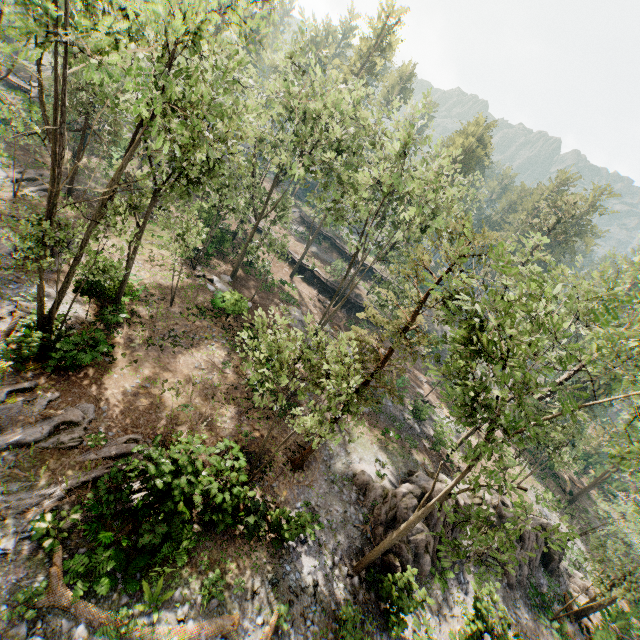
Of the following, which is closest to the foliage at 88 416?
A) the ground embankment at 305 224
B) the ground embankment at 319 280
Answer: the ground embankment at 319 280

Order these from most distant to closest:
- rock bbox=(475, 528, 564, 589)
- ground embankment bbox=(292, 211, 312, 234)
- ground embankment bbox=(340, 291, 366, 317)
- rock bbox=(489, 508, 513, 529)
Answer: ground embankment bbox=(292, 211, 312, 234), ground embankment bbox=(340, 291, 366, 317), rock bbox=(489, 508, 513, 529), rock bbox=(475, 528, 564, 589)

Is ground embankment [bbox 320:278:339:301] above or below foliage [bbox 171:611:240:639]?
above

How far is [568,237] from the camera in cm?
4203

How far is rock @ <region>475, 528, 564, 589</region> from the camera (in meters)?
20.38

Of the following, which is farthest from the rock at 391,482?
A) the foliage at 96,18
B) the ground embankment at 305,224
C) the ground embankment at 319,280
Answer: the ground embankment at 305,224

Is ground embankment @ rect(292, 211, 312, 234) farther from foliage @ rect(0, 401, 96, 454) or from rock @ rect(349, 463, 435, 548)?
rock @ rect(349, 463, 435, 548)
